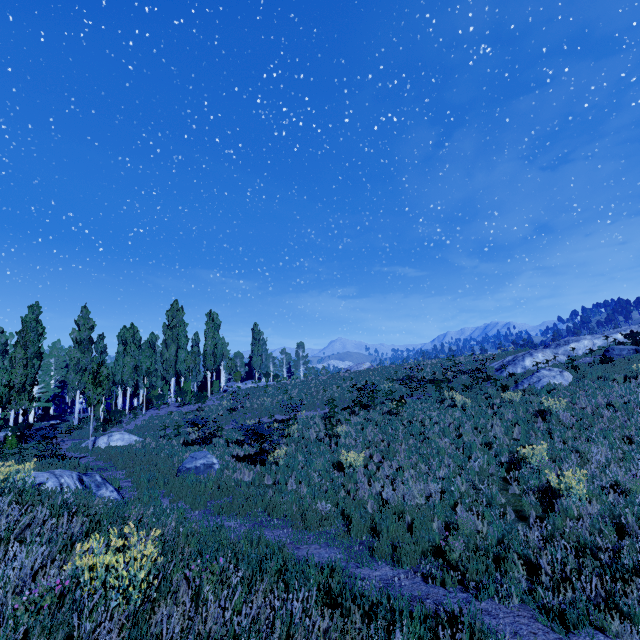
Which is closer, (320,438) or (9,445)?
(320,438)

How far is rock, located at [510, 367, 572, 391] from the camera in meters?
16.7 m

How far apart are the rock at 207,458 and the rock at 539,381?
15.54m

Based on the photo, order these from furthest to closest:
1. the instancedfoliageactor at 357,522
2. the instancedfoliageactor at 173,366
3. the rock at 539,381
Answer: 1. the rock at 539,381
2. the instancedfoliageactor at 357,522
3. the instancedfoliageactor at 173,366

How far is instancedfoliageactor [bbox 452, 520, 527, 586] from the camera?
5.32m

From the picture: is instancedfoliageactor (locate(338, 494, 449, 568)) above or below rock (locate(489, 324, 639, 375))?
below

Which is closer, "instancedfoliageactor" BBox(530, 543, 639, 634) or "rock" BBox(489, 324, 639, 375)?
"instancedfoliageactor" BBox(530, 543, 639, 634)

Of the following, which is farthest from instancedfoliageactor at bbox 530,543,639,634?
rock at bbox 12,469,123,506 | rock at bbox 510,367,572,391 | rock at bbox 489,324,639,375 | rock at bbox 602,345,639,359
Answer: rock at bbox 602,345,639,359
